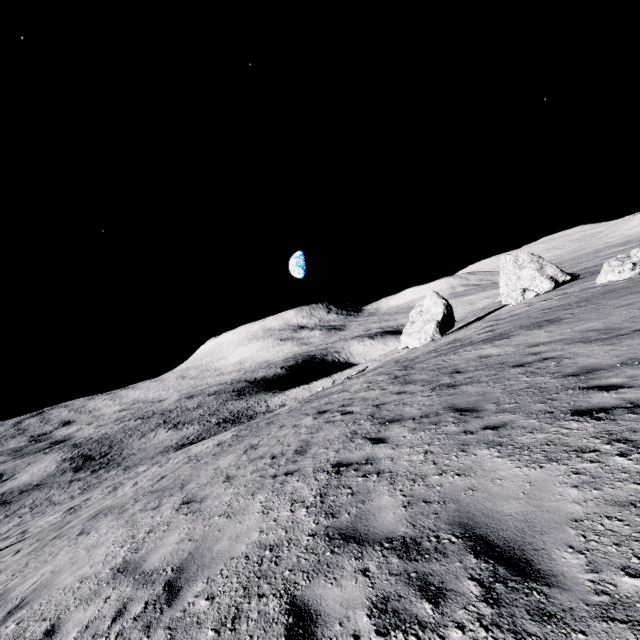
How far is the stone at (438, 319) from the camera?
35.9 meters

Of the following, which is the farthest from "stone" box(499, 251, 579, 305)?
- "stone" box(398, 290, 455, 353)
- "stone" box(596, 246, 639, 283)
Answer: "stone" box(596, 246, 639, 283)

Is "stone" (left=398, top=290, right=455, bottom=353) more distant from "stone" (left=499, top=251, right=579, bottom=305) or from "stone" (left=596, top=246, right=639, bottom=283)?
"stone" (left=596, top=246, right=639, bottom=283)

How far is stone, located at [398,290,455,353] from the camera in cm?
3587

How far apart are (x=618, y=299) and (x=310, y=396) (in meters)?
21.01

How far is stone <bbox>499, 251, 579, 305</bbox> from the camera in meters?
34.8

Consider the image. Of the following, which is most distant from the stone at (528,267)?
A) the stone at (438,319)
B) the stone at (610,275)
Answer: the stone at (610,275)

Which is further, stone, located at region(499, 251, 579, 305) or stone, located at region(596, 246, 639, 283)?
stone, located at region(499, 251, 579, 305)
